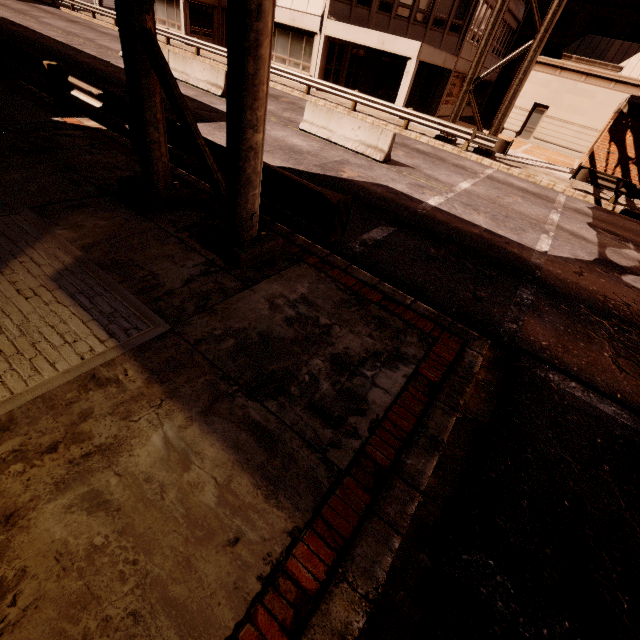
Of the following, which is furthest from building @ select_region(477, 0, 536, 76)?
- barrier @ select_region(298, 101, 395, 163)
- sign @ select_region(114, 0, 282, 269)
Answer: barrier @ select_region(298, 101, 395, 163)

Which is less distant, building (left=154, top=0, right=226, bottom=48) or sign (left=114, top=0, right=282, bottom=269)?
sign (left=114, top=0, right=282, bottom=269)

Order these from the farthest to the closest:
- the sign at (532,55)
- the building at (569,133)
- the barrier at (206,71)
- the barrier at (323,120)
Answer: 1. the building at (569,133)
2. the barrier at (206,71)
3. the sign at (532,55)
4. the barrier at (323,120)

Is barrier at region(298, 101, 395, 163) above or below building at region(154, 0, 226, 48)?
below

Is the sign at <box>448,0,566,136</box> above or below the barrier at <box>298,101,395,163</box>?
above

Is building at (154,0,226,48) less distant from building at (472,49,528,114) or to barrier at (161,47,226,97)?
building at (472,49,528,114)

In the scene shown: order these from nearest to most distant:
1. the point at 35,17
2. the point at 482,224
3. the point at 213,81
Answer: the point at 482,224, the point at 213,81, the point at 35,17

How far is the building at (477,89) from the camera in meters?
30.1
